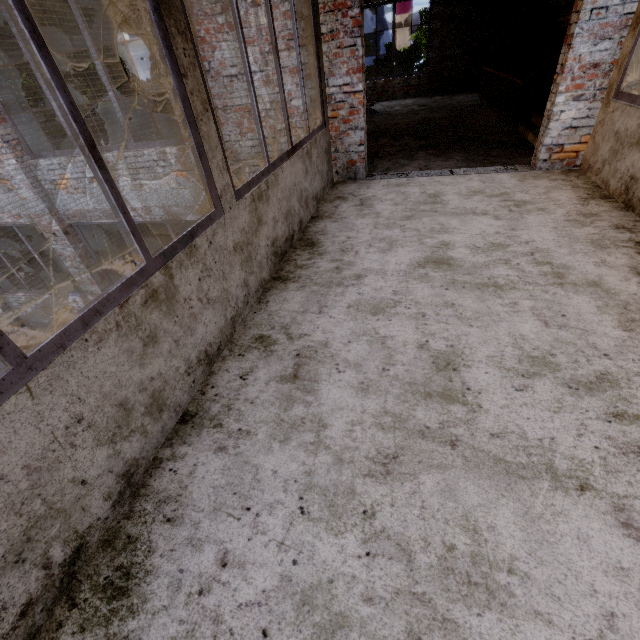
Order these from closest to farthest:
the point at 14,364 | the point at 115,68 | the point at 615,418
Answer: the point at 14,364 < the point at 615,418 < the point at 115,68

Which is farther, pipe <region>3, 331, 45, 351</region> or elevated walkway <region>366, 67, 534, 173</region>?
pipe <region>3, 331, 45, 351</region>

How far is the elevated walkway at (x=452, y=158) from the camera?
5.3 meters

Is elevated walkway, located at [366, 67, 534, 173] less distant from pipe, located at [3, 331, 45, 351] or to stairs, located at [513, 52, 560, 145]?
stairs, located at [513, 52, 560, 145]

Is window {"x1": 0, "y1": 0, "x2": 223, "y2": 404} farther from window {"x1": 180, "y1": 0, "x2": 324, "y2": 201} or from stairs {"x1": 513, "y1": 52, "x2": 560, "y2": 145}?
stairs {"x1": 513, "y1": 52, "x2": 560, "y2": 145}

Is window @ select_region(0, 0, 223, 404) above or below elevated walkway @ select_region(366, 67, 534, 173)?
above

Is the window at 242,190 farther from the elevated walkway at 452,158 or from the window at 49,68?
the elevated walkway at 452,158

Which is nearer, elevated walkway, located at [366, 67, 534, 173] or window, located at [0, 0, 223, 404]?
window, located at [0, 0, 223, 404]
